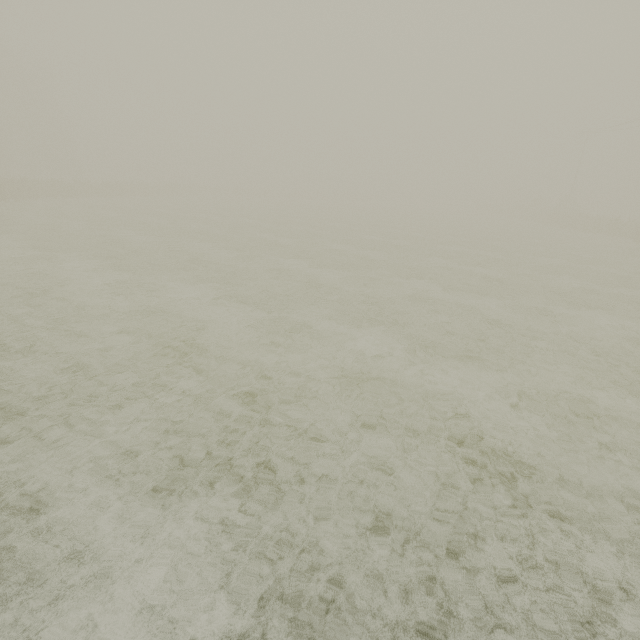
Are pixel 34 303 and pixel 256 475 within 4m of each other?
no
